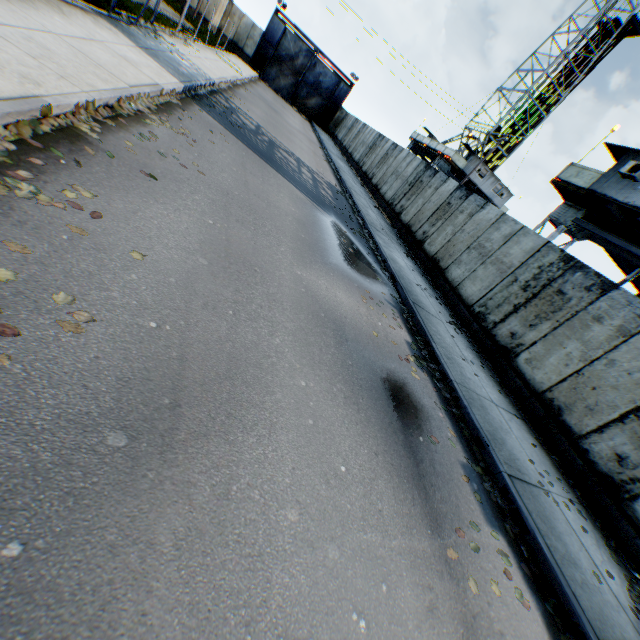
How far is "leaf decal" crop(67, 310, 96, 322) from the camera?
2.5m

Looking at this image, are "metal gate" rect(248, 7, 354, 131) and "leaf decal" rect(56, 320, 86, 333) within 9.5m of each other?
no

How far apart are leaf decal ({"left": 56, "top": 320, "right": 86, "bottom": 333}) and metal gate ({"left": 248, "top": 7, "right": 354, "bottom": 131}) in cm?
4494

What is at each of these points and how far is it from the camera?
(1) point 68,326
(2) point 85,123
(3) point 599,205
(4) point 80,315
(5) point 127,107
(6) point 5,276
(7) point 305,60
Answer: (1) leaf decal, 2.5m
(2) leaf decal, 4.8m
(3) landrig, 13.3m
(4) leaf decal, 2.6m
(5) leaf decal, 6.2m
(6) leaf decal, 2.4m
(7) metal gate, 36.9m

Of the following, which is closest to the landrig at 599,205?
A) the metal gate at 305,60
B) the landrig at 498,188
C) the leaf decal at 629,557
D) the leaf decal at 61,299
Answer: the leaf decal at 629,557

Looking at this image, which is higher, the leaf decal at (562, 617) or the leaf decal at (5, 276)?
the leaf decal at (562, 617)

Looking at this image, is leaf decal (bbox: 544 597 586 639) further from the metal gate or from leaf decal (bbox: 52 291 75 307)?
the metal gate

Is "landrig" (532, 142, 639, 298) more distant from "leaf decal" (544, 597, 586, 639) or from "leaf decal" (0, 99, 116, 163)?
"leaf decal" (0, 99, 116, 163)
